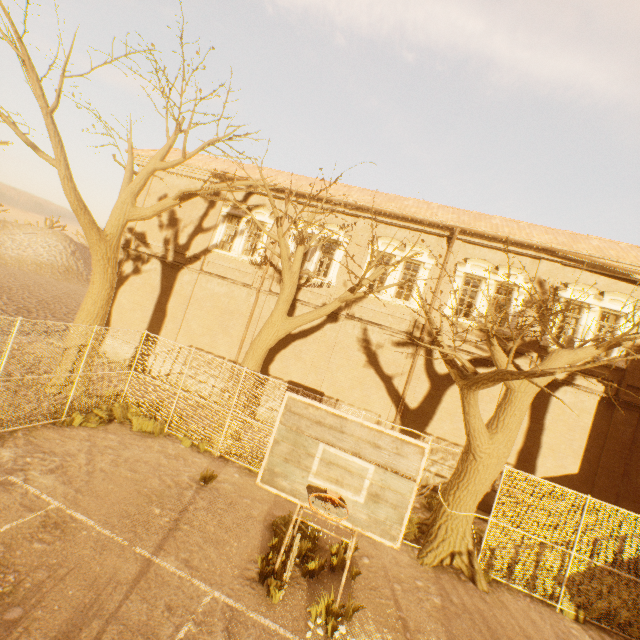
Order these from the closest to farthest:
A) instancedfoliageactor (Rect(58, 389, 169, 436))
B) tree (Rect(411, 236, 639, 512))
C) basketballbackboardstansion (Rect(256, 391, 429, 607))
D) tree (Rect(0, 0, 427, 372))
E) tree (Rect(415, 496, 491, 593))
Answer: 1. basketballbackboardstansion (Rect(256, 391, 429, 607))
2. tree (Rect(411, 236, 639, 512))
3. tree (Rect(415, 496, 491, 593))
4. tree (Rect(0, 0, 427, 372))
5. instancedfoliageactor (Rect(58, 389, 169, 436))

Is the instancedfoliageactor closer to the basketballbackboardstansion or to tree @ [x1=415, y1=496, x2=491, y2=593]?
tree @ [x1=415, y1=496, x2=491, y2=593]

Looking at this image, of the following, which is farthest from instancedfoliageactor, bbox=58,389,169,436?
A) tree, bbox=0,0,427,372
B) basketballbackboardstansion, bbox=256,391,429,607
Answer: basketballbackboardstansion, bbox=256,391,429,607

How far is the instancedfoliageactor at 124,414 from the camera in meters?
9.6

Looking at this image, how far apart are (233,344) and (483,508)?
12.94m

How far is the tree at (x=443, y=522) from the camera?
8.2 meters

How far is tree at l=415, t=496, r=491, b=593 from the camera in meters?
8.2
